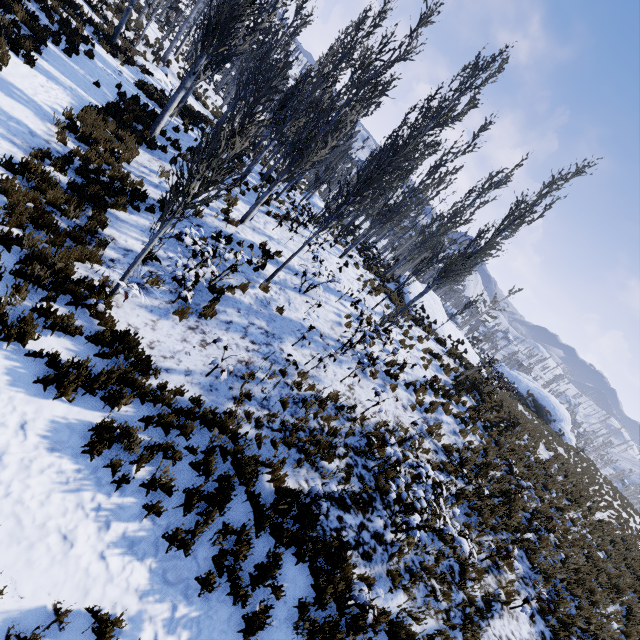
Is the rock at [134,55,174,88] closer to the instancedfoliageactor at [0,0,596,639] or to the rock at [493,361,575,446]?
the instancedfoliageactor at [0,0,596,639]

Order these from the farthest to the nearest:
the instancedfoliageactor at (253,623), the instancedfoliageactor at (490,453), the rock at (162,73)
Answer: the rock at (162,73) < the instancedfoliageactor at (490,453) < the instancedfoliageactor at (253,623)

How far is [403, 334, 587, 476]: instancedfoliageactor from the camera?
11.85m

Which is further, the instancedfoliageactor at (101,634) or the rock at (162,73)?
the rock at (162,73)

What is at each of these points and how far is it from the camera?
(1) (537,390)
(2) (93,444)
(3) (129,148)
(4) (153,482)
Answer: (1) rock, 33.9m
(2) instancedfoliageactor, 4.7m
(3) instancedfoliageactor, 11.1m
(4) instancedfoliageactor, 4.8m

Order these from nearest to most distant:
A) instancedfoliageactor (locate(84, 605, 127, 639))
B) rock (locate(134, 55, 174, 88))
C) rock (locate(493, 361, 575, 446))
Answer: instancedfoliageactor (locate(84, 605, 127, 639))
rock (locate(134, 55, 174, 88))
rock (locate(493, 361, 575, 446))

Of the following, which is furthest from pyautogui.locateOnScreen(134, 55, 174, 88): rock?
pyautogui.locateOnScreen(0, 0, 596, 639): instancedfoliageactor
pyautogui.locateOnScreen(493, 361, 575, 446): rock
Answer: pyautogui.locateOnScreen(493, 361, 575, 446): rock
